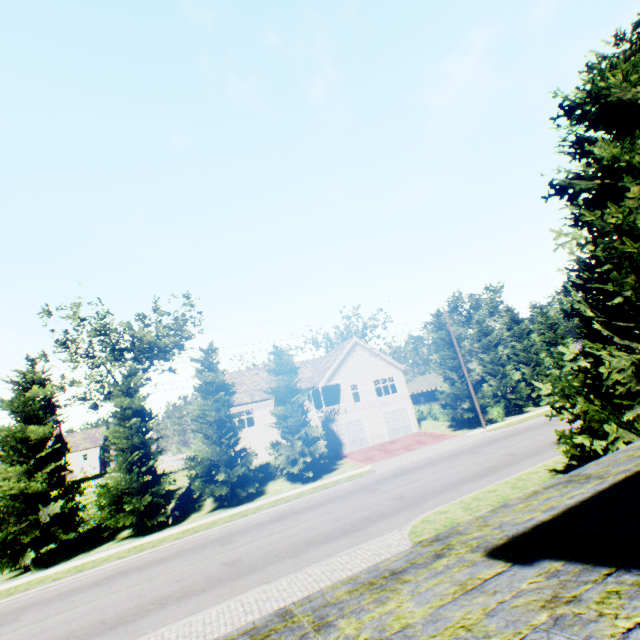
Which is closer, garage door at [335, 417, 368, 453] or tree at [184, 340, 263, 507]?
tree at [184, 340, 263, 507]

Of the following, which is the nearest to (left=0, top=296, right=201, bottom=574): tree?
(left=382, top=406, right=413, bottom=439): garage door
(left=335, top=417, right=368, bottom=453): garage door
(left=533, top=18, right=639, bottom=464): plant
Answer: (left=533, top=18, right=639, bottom=464): plant

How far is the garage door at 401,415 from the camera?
33.47m

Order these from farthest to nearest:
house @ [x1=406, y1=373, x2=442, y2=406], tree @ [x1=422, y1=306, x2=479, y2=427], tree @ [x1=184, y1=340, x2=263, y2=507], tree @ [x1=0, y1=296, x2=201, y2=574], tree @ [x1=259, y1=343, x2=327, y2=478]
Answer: house @ [x1=406, y1=373, x2=442, y2=406], tree @ [x1=422, y1=306, x2=479, y2=427], tree @ [x1=259, y1=343, x2=327, y2=478], tree @ [x1=184, y1=340, x2=263, y2=507], tree @ [x1=0, y1=296, x2=201, y2=574]

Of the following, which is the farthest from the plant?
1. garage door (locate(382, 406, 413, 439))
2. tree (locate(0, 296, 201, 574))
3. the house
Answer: the house

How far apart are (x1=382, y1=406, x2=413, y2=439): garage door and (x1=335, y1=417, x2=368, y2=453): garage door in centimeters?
216cm

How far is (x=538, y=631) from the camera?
1.75m

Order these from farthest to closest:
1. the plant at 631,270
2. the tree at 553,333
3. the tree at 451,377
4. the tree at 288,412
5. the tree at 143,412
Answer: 1. the tree at 553,333
2. the tree at 451,377
3. the tree at 288,412
4. the tree at 143,412
5. the plant at 631,270
